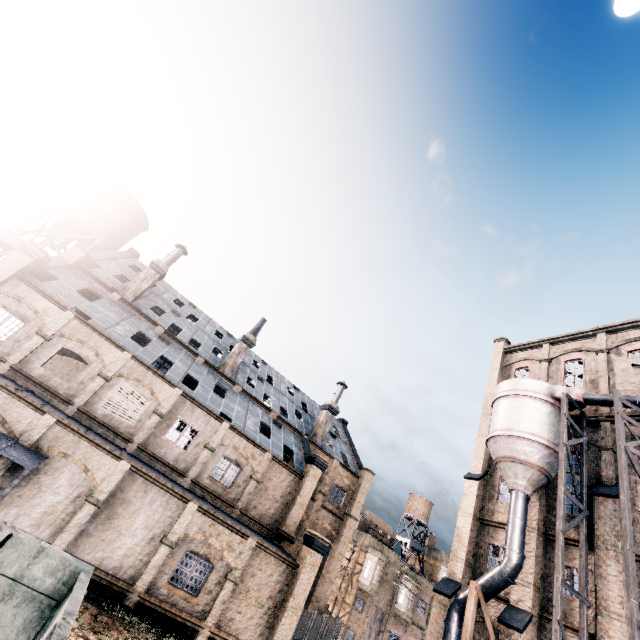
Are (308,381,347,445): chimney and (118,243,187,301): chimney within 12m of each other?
no

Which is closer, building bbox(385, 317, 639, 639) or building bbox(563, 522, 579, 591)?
building bbox(563, 522, 579, 591)

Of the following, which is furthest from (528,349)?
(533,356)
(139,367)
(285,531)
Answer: (139,367)

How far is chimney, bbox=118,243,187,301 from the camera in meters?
29.0 m

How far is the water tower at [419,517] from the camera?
51.9 meters

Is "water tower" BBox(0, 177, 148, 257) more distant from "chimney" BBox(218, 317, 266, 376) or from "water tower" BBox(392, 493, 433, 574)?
"water tower" BBox(392, 493, 433, 574)

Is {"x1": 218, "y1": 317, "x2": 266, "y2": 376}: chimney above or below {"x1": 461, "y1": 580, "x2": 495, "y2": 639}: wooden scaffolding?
above

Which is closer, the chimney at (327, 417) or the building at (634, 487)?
the building at (634, 487)
